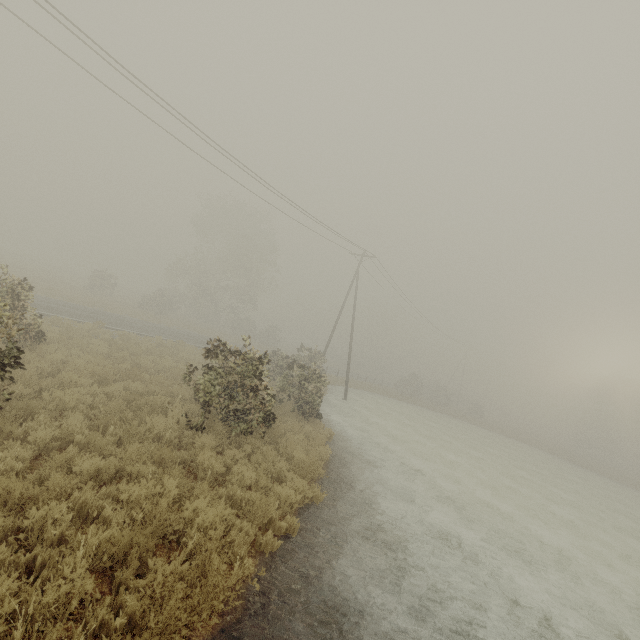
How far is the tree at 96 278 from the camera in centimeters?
3500cm

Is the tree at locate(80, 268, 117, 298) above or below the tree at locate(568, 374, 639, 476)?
below

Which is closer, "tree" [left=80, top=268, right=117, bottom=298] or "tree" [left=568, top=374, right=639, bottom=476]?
"tree" [left=80, top=268, right=117, bottom=298]

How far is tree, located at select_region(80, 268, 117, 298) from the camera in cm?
3500

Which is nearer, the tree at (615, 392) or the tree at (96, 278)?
the tree at (96, 278)

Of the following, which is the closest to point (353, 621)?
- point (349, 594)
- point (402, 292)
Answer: point (349, 594)
